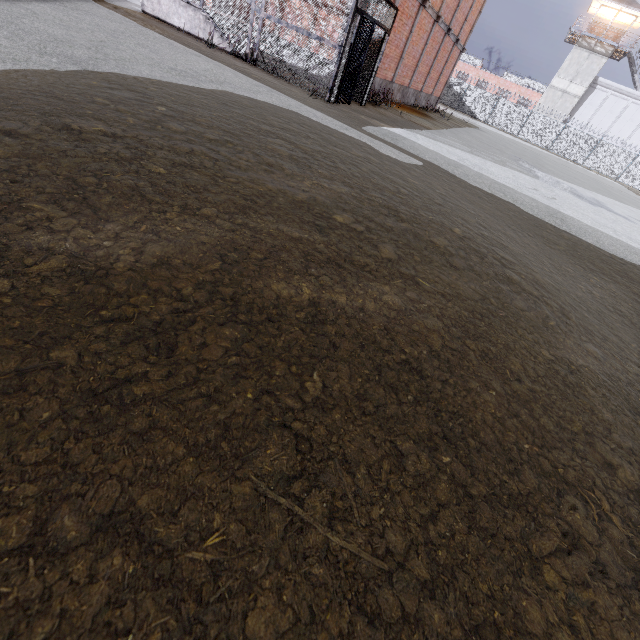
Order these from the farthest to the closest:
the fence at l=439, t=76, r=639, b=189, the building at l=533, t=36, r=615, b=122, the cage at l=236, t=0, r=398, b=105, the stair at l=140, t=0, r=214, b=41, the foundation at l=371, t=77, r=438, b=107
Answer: the building at l=533, t=36, r=615, b=122 → the fence at l=439, t=76, r=639, b=189 → the foundation at l=371, t=77, r=438, b=107 → the stair at l=140, t=0, r=214, b=41 → the cage at l=236, t=0, r=398, b=105

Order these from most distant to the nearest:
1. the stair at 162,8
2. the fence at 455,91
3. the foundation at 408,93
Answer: the fence at 455,91, the foundation at 408,93, the stair at 162,8

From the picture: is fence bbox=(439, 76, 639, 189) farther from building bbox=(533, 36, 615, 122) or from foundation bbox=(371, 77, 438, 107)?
foundation bbox=(371, 77, 438, 107)

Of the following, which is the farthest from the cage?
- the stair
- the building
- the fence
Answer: the building

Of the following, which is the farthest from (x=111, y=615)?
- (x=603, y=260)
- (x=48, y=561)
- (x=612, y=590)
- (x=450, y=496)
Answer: (x=603, y=260)

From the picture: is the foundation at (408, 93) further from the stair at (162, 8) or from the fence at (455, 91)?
the fence at (455, 91)

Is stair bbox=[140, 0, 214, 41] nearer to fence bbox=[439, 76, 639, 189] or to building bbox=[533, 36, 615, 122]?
fence bbox=[439, 76, 639, 189]

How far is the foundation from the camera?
15.8m
